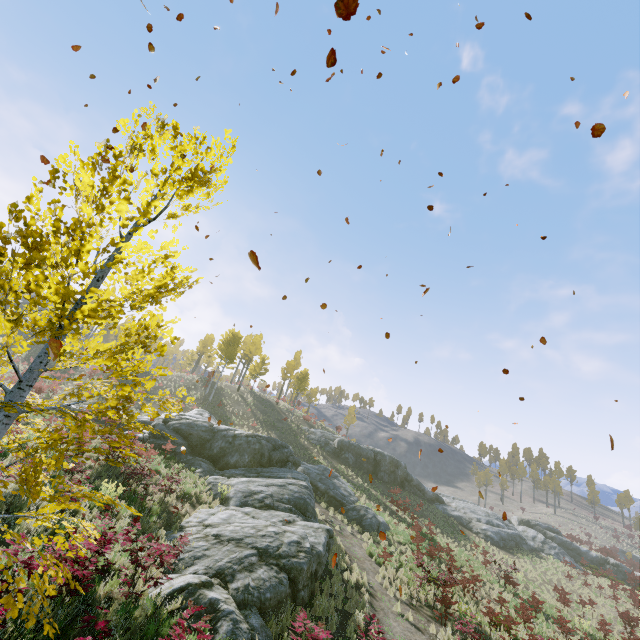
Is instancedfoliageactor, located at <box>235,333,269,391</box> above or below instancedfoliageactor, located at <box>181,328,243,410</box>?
above

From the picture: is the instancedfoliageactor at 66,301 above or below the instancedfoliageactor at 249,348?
below

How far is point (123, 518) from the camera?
10.4 meters

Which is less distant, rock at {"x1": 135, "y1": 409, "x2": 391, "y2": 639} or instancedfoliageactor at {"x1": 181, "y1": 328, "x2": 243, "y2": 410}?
rock at {"x1": 135, "y1": 409, "x2": 391, "y2": 639}

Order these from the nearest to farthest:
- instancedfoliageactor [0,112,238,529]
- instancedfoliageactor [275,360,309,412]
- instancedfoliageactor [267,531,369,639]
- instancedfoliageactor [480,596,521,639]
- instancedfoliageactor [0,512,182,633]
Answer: instancedfoliageactor [0,112,238,529], instancedfoliageactor [0,512,182,633], instancedfoliageactor [267,531,369,639], instancedfoliageactor [480,596,521,639], instancedfoliageactor [275,360,309,412]

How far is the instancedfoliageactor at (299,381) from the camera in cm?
4594

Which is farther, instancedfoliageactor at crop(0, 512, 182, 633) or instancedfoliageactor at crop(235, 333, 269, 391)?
instancedfoliageactor at crop(235, 333, 269, 391)
